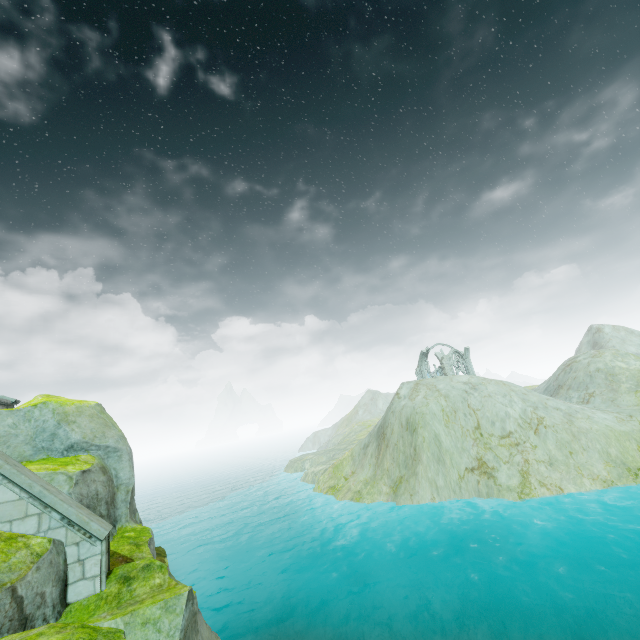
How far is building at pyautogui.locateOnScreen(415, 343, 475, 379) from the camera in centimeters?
5285cm

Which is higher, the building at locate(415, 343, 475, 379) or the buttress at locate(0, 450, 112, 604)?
the building at locate(415, 343, 475, 379)

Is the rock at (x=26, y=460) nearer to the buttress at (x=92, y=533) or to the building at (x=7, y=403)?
the buttress at (x=92, y=533)

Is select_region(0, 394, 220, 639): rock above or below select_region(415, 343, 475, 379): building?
below

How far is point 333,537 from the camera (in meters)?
24.58

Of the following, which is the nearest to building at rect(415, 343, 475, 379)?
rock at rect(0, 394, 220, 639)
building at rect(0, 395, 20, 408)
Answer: rock at rect(0, 394, 220, 639)

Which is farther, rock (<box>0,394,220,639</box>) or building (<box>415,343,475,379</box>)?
building (<box>415,343,475,379</box>)

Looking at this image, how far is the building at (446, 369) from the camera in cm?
5285
